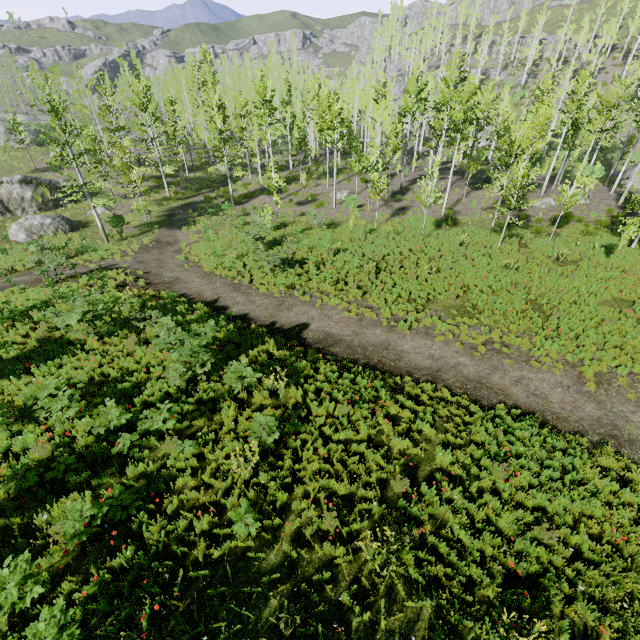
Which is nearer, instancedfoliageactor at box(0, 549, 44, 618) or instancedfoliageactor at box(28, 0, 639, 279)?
instancedfoliageactor at box(0, 549, 44, 618)

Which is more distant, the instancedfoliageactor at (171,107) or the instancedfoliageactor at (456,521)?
the instancedfoliageactor at (171,107)

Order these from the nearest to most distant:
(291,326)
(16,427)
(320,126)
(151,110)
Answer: (16,427) < (291,326) < (151,110) < (320,126)

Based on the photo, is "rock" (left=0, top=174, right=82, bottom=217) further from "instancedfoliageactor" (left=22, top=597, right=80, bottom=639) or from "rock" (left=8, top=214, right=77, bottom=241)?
"instancedfoliageactor" (left=22, top=597, right=80, bottom=639)

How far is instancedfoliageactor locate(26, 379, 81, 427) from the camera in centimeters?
795cm

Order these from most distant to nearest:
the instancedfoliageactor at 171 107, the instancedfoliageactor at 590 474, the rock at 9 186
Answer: the rock at 9 186 → the instancedfoliageactor at 171 107 → the instancedfoliageactor at 590 474
